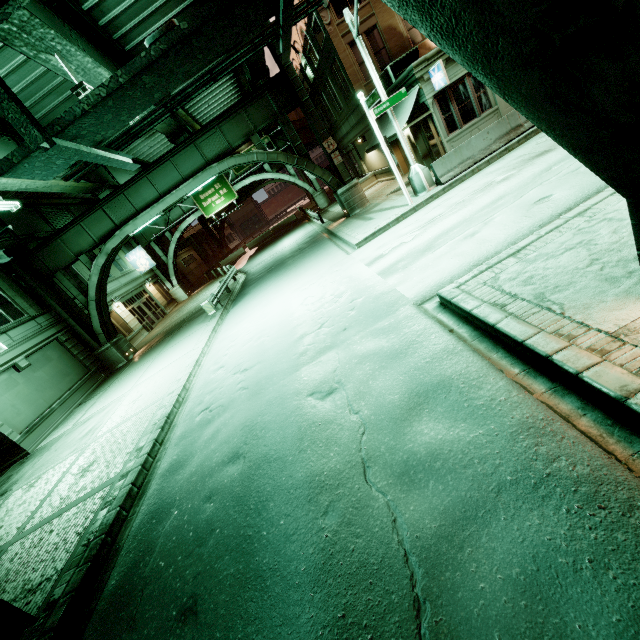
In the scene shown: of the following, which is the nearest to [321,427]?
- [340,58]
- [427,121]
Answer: [427,121]

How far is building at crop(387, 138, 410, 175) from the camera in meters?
21.7 m

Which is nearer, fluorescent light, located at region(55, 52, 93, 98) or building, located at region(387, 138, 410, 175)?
fluorescent light, located at region(55, 52, 93, 98)

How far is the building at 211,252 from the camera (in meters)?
43.84

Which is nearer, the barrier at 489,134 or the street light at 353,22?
the street light at 353,22

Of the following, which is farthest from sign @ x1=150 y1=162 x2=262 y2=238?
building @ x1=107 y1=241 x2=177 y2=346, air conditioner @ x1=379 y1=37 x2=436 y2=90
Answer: air conditioner @ x1=379 y1=37 x2=436 y2=90

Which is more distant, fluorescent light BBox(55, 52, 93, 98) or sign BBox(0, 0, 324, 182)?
fluorescent light BBox(55, 52, 93, 98)

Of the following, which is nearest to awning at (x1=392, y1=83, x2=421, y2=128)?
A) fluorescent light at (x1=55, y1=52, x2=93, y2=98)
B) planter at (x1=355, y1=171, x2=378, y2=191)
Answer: planter at (x1=355, y1=171, x2=378, y2=191)
